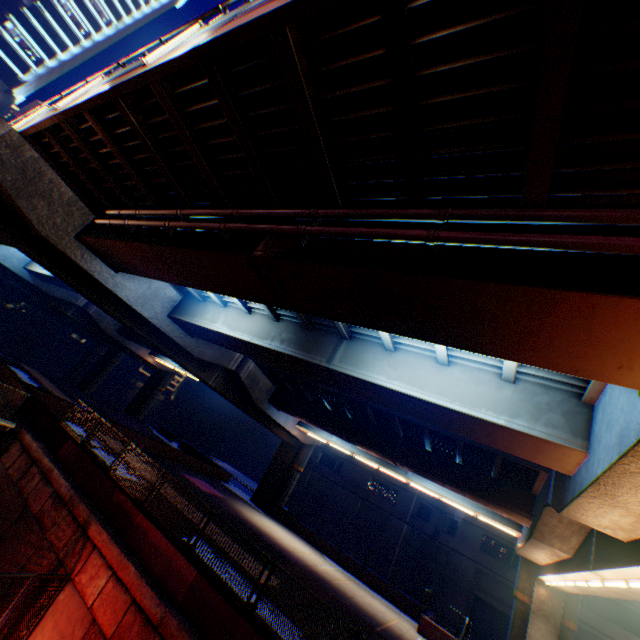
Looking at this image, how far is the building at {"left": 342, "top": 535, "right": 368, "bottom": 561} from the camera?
34.5 meters

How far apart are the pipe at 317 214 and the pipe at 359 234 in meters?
0.3 m

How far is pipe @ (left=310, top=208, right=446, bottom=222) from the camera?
5.4m

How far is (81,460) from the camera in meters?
12.6 m

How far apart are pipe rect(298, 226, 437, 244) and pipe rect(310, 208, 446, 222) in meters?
0.3 m

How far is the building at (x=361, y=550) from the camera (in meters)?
34.51

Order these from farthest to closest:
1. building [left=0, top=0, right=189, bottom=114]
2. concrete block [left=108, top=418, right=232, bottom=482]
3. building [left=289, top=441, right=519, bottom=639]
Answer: building [left=0, top=0, right=189, bottom=114] → building [left=289, top=441, right=519, bottom=639] → concrete block [left=108, top=418, right=232, bottom=482]

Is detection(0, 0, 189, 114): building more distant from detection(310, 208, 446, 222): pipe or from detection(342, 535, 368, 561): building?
detection(342, 535, 368, 561): building
